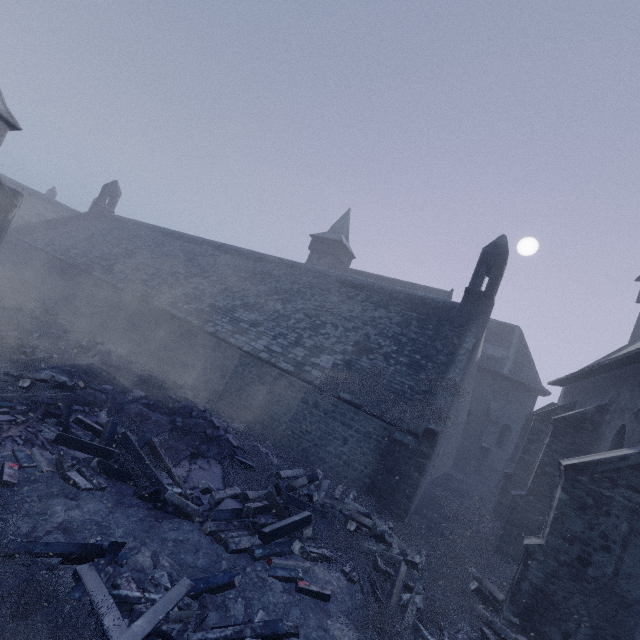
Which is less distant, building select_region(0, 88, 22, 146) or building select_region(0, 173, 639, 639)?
building select_region(0, 173, 639, 639)

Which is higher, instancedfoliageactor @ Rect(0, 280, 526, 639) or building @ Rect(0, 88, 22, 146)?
building @ Rect(0, 88, 22, 146)

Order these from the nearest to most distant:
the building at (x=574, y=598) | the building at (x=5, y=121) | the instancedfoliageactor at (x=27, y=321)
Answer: the instancedfoliageactor at (x=27, y=321)
the building at (x=574, y=598)
the building at (x=5, y=121)

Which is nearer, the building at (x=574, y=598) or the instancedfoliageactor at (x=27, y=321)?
the instancedfoliageactor at (x=27, y=321)

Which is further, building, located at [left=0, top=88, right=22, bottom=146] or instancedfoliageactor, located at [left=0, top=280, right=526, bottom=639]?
building, located at [left=0, top=88, right=22, bottom=146]

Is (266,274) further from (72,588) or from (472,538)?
(72,588)

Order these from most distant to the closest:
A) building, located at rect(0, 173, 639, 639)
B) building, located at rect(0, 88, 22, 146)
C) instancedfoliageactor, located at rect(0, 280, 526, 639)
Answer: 1. building, located at rect(0, 88, 22, 146)
2. building, located at rect(0, 173, 639, 639)
3. instancedfoliageactor, located at rect(0, 280, 526, 639)
